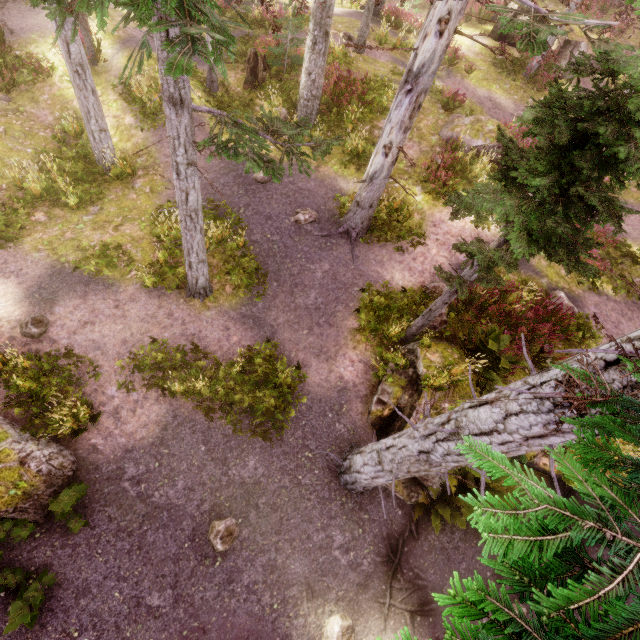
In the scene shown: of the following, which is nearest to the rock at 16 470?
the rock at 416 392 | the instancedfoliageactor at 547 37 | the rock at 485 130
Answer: the instancedfoliageactor at 547 37

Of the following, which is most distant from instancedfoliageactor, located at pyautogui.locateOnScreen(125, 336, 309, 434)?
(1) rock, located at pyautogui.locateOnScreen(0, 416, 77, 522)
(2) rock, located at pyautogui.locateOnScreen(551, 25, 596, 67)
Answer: (1) rock, located at pyautogui.locateOnScreen(0, 416, 77, 522)

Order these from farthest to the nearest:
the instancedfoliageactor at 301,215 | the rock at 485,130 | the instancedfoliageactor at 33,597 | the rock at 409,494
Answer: the rock at 485,130 < the instancedfoliageactor at 301,215 < the rock at 409,494 < the instancedfoliageactor at 33,597

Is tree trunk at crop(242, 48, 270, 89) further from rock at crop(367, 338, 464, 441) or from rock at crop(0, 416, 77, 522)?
rock at crop(0, 416, 77, 522)

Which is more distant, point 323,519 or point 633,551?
point 323,519

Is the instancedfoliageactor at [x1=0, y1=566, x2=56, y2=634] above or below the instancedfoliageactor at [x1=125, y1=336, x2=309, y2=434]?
below

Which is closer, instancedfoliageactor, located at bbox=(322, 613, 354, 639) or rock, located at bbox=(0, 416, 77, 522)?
rock, located at bbox=(0, 416, 77, 522)
